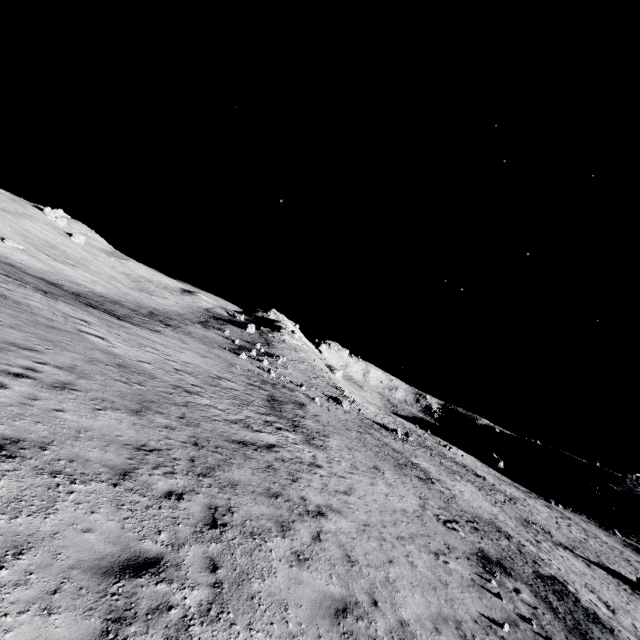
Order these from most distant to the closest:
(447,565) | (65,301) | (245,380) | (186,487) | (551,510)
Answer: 1. (551,510)
2. (245,380)
3. (65,301)
4. (447,565)
5. (186,487)
